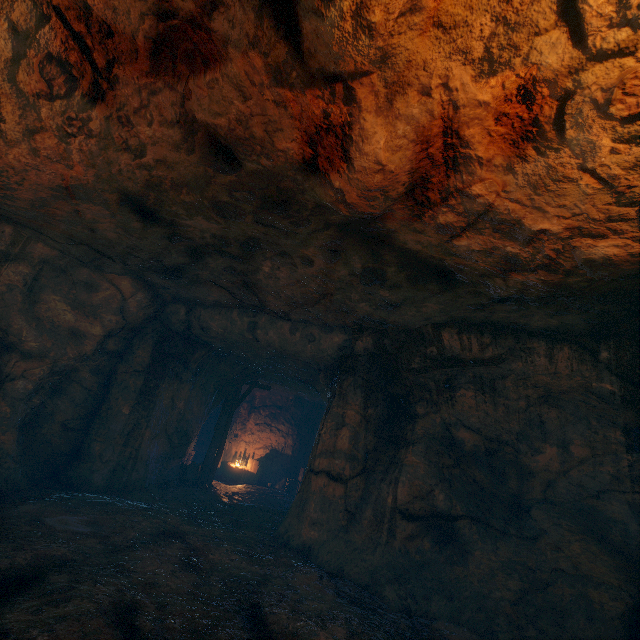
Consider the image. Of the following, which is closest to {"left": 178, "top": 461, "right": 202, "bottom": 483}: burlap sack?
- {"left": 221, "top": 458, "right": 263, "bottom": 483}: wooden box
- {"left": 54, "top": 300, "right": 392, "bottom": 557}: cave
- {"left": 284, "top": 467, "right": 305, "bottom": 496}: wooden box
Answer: {"left": 54, "top": 300, "right": 392, "bottom": 557}: cave

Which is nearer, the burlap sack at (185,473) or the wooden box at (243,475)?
the burlap sack at (185,473)

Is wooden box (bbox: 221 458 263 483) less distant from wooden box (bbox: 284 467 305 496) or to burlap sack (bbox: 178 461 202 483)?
wooden box (bbox: 284 467 305 496)

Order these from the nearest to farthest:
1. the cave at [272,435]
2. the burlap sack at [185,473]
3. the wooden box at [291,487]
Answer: the cave at [272,435]
the burlap sack at [185,473]
the wooden box at [291,487]

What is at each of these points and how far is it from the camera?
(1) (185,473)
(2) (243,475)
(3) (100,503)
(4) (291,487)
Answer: (1) burlap sack, 12.1m
(2) wooden box, 15.6m
(3) burlap sack, 6.5m
(4) wooden box, 14.9m

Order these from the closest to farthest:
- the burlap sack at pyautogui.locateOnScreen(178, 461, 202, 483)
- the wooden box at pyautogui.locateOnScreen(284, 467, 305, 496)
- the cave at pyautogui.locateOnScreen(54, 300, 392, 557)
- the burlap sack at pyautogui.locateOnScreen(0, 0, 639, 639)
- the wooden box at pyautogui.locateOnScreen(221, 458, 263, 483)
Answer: the burlap sack at pyautogui.locateOnScreen(0, 0, 639, 639), the cave at pyautogui.locateOnScreen(54, 300, 392, 557), the burlap sack at pyautogui.locateOnScreen(178, 461, 202, 483), the wooden box at pyautogui.locateOnScreen(284, 467, 305, 496), the wooden box at pyautogui.locateOnScreen(221, 458, 263, 483)

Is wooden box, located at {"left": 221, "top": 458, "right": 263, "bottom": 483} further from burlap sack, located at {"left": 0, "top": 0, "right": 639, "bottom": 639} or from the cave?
burlap sack, located at {"left": 0, "top": 0, "right": 639, "bottom": 639}

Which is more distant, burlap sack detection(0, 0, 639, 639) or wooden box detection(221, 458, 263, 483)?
wooden box detection(221, 458, 263, 483)
